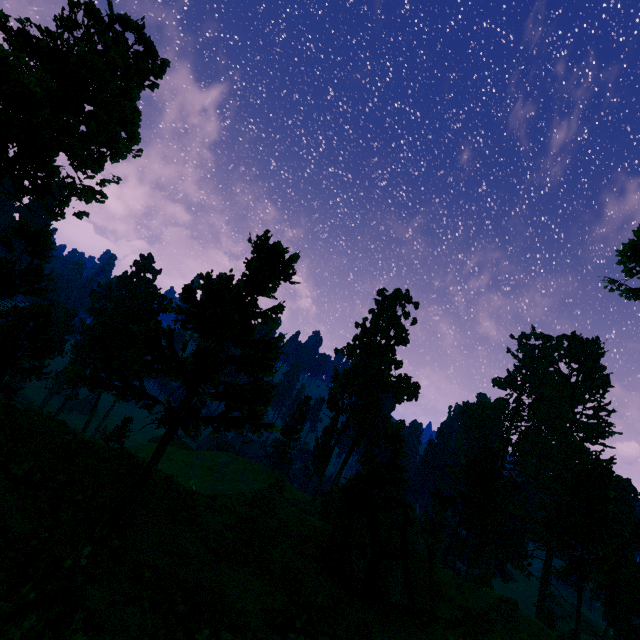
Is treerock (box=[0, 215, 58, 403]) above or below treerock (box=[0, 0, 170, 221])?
below

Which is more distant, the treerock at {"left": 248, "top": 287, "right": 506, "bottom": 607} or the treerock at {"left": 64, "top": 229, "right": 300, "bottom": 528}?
the treerock at {"left": 248, "top": 287, "right": 506, "bottom": 607}

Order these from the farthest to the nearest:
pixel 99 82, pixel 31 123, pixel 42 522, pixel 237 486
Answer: pixel 237 486 < pixel 99 82 < pixel 31 123 < pixel 42 522

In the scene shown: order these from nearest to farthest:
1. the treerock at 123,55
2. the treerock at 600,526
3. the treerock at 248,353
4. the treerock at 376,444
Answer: the treerock at 248,353 → the treerock at 376,444 → the treerock at 123,55 → the treerock at 600,526

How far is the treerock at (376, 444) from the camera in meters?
12.6 m

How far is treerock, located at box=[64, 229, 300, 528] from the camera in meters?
10.4 m

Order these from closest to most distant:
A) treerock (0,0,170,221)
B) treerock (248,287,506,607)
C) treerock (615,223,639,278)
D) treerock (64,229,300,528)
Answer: Result:
1. treerock (64,229,300,528)
2. treerock (248,287,506,607)
3. treerock (615,223,639,278)
4. treerock (0,0,170,221)
